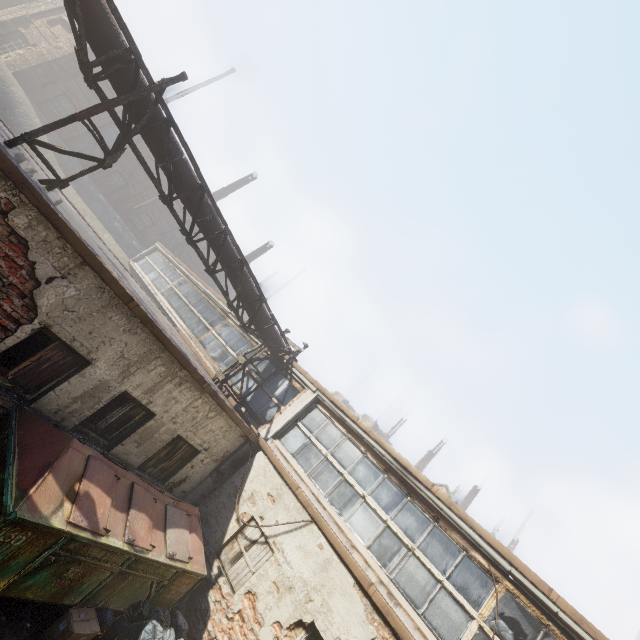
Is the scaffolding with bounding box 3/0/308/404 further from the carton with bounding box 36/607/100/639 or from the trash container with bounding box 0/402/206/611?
the carton with bounding box 36/607/100/639

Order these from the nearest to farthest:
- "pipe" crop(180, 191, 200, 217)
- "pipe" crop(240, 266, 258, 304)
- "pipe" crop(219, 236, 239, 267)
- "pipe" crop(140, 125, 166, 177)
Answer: "pipe" crop(140, 125, 166, 177) → "pipe" crop(180, 191, 200, 217) → "pipe" crop(219, 236, 239, 267) → "pipe" crop(240, 266, 258, 304)

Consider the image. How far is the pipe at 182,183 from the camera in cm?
702

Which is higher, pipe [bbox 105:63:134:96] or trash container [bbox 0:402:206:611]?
pipe [bbox 105:63:134:96]

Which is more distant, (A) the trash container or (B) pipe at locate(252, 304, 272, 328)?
(B) pipe at locate(252, 304, 272, 328)

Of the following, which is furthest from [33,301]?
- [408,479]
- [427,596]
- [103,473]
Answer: [427,596]

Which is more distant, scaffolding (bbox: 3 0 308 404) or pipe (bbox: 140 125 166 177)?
pipe (bbox: 140 125 166 177)
